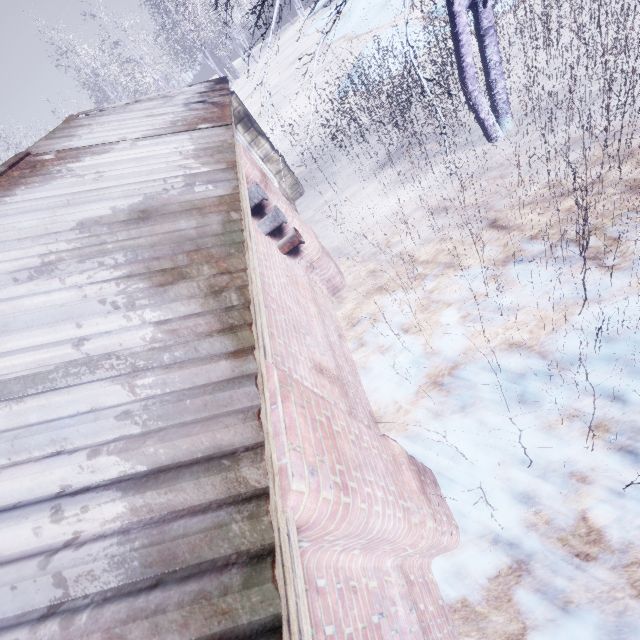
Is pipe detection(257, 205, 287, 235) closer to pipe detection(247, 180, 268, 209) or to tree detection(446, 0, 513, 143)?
pipe detection(247, 180, 268, 209)

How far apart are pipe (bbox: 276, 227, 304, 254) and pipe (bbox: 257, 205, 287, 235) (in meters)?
0.15

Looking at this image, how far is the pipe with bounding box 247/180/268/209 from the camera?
3.2m

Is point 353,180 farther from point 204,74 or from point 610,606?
point 204,74

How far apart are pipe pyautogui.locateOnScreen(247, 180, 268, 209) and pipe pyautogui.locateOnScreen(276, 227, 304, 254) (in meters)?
0.47

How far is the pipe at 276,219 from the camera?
3.4m

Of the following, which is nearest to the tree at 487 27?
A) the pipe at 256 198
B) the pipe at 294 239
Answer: the pipe at 256 198

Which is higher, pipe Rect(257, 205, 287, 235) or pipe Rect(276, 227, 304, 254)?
pipe Rect(257, 205, 287, 235)
